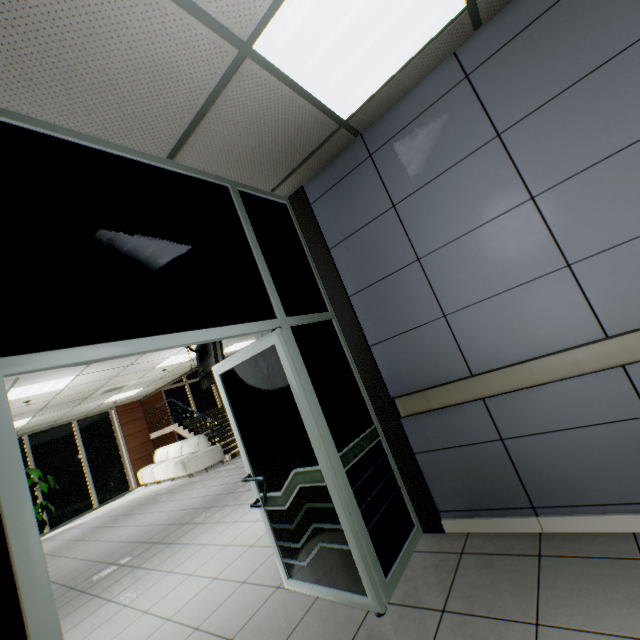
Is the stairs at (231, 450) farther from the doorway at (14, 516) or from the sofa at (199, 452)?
the doorway at (14, 516)

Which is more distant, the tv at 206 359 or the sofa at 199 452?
the sofa at 199 452

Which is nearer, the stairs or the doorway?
the doorway

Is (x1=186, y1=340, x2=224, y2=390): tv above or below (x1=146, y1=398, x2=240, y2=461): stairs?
above

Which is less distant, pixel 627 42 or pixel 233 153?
pixel 627 42

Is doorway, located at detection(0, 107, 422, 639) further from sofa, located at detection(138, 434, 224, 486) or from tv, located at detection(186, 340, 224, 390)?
sofa, located at detection(138, 434, 224, 486)

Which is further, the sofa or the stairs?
the stairs

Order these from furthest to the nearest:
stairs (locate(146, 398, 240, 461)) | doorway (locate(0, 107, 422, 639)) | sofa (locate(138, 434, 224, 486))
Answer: stairs (locate(146, 398, 240, 461)) < sofa (locate(138, 434, 224, 486)) < doorway (locate(0, 107, 422, 639))
